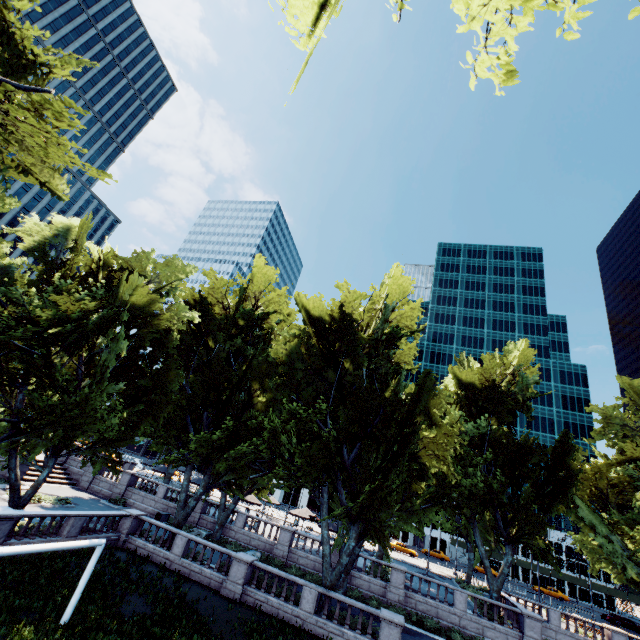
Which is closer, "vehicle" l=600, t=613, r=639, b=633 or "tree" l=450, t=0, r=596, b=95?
"tree" l=450, t=0, r=596, b=95

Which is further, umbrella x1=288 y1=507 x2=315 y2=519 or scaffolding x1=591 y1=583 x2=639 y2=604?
scaffolding x1=591 y1=583 x2=639 y2=604

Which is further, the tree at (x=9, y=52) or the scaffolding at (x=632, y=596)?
the scaffolding at (x=632, y=596)

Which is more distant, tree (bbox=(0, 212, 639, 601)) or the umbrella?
the umbrella

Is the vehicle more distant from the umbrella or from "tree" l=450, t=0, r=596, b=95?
the umbrella

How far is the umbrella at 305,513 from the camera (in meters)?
37.78

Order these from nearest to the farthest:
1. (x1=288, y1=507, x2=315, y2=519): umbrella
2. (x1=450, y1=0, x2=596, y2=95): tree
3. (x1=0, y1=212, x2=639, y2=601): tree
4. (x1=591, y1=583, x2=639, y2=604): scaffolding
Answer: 1. (x1=450, y1=0, x2=596, y2=95): tree
2. (x1=0, y1=212, x2=639, y2=601): tree
3. (x1=288, y1=507, x2=315, y2=519): umbrella
4. (x1=591, y1=583, x2=639, y2=604): scaffolding

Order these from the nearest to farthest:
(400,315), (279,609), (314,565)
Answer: (279,609), (400,315), (314,565)
